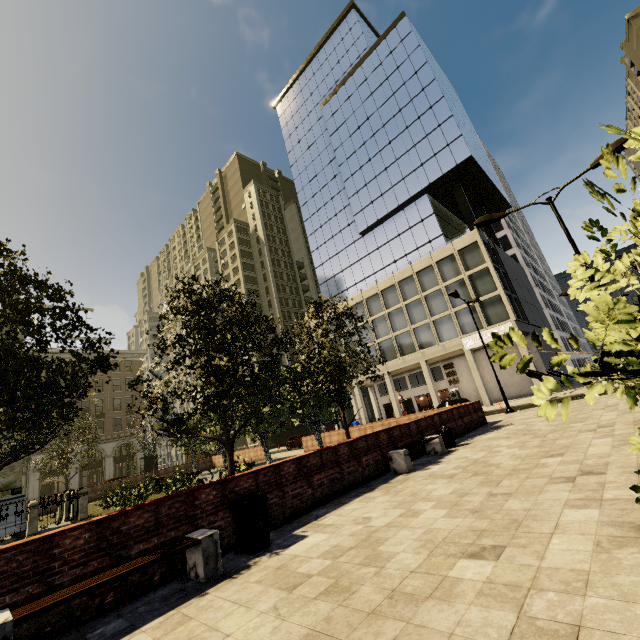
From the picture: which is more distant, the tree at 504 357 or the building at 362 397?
the building at 362 397

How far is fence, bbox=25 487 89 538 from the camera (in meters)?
13.00

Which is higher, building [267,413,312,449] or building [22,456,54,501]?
building [22,456,54,501]

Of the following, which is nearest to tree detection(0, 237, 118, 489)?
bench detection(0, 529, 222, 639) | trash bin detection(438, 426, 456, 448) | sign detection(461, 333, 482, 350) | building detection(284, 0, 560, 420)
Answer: trash bin detection(438, 426, 456, 448)

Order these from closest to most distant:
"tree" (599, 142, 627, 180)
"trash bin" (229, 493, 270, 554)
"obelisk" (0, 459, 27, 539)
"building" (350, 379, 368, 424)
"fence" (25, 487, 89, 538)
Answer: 1. "tree" (599, 142, 627, 180)
2. "trash bin" (229, 493, 270, 554)
3. "fence" (25, 487, 89, 538)
4. "obelisk" (0, 459, 27, 539)
5. "building" (350, 379, 368, 424)

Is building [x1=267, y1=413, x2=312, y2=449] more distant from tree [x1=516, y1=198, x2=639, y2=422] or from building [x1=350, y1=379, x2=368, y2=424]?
building [x1=350, y1=379, x2=368, y2=424]

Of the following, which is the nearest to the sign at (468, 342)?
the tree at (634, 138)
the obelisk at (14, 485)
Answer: the tree at (634, 138)

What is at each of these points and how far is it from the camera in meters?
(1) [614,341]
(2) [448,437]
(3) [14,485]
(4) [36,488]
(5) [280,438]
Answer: (1) tree, 1.9
(2) trash bin, 11.8
(3) obelisk, 14.3
(4) building, 39.5
(5) building, 52.9
